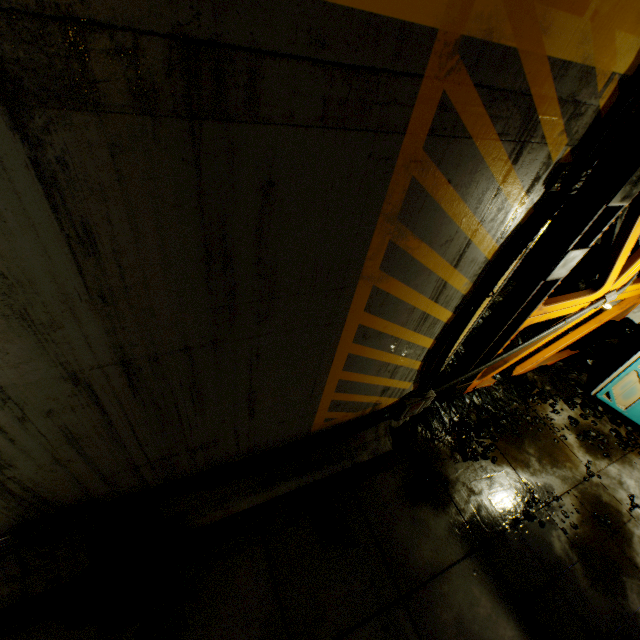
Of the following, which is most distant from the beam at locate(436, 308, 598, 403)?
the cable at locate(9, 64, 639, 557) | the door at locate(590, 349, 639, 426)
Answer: the door at locate(590, 349, 639, 426)

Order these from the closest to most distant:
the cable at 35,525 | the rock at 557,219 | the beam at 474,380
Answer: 1. the cable at 35,525
2. the rock at 557,219
3. the beam at 474,380

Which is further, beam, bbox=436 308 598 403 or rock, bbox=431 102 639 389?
beam, bbox=436 308 598 403

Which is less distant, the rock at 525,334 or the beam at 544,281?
the beam at 544,281

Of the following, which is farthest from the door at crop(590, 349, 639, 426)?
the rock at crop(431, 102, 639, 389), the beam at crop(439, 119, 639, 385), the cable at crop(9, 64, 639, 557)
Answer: the cable at crop(9, 64, 639, 557)

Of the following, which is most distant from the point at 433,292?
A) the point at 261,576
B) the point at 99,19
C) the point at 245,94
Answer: the point at 261,576

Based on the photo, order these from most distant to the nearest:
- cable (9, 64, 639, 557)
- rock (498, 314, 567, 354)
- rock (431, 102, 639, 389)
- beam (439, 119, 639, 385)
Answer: rock (498, 314, 567, 354) → rock (431, 102, 639, 389) → beam (439, 119, 639, 385) → cable (9, 64, 639, 557)

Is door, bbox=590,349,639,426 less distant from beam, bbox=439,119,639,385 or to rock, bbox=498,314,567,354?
rock, bbox=498,314,567,354
